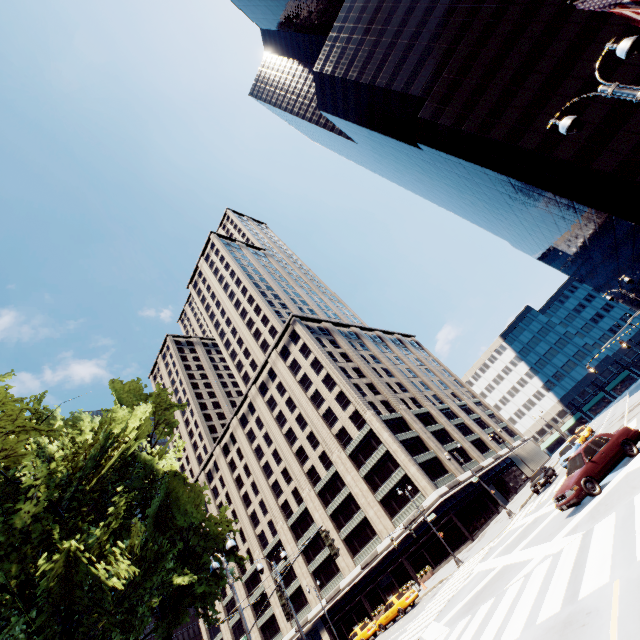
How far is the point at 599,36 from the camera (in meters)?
32.53

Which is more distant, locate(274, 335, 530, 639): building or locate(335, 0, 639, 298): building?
locate(274, 335, 530, 639): building

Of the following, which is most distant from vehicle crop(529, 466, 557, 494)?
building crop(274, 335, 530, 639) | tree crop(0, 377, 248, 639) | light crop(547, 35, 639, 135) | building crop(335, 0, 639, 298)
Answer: light crop(547, 35, 639, 135)

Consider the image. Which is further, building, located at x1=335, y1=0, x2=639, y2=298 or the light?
building, located at x1=335, y1=0, x2=639, y2=298

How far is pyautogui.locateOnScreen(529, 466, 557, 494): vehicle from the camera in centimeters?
2947cm

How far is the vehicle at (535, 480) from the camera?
29.47m

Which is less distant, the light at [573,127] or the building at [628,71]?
the light at [573,127]

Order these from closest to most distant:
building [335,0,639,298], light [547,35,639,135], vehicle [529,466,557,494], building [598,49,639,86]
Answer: light [547,35,639,135]
vehicle [529,466,557,494]
building [598,49,639,86]
building [335,0,639,298]
